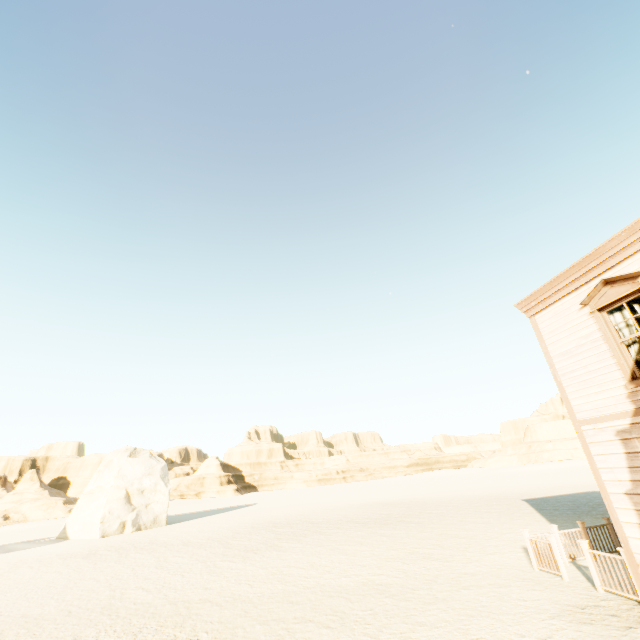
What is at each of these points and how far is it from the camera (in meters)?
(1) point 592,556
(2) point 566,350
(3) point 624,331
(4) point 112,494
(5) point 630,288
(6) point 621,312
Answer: (1) fence, 7.65
(2) building, 8.17
(3) curtain, 7.07
(4) stone, 27.75
(5) widow, 6.73
(6) curtain, 7.12

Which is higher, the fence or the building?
the building

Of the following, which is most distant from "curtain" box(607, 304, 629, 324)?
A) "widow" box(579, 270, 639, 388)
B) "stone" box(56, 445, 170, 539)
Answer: "stone" box(56, 445, 170, 539)

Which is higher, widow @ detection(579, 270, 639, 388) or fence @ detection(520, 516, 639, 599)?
widow @ detection(579, 270, 639, 388)

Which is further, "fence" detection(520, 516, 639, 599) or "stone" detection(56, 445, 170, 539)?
"stone" detection(56, 445, 170, 539)

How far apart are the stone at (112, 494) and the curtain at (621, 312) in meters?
34.1 m

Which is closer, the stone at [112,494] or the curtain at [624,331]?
the curtain at [624,331]

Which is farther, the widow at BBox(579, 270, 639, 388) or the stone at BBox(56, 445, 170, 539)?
the stone at BBox(56, 445, 170, 539)
